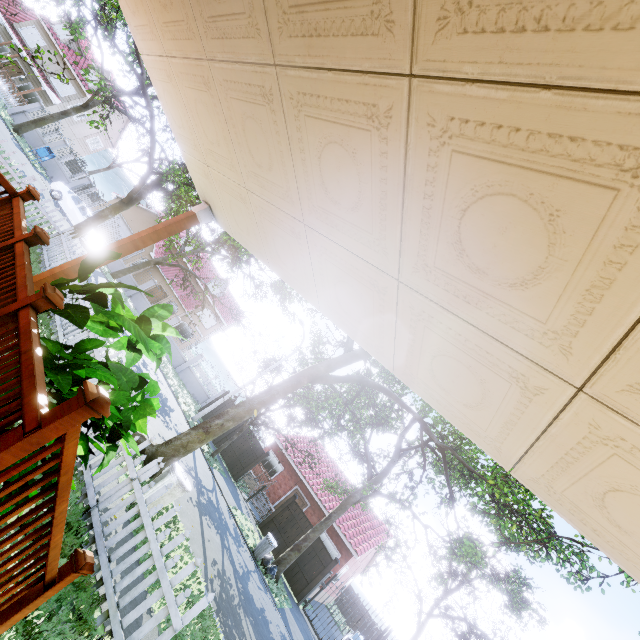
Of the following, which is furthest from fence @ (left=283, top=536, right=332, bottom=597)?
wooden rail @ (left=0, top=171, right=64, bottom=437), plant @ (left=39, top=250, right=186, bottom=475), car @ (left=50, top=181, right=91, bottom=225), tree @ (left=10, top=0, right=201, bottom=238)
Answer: car @ (left=50, top=181, right=91, bottom=225)

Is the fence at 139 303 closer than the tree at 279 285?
No

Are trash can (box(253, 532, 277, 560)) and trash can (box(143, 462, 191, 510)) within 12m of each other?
yes

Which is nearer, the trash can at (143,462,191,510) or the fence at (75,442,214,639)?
the fence at (75,442,214,639)

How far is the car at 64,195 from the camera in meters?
20.8 m

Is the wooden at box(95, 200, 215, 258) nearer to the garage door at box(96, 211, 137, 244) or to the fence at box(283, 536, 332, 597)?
the fence at box(283, 536, 332, 597)

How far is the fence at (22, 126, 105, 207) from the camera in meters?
25.3 m

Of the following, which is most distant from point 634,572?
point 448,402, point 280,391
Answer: point 280,391
